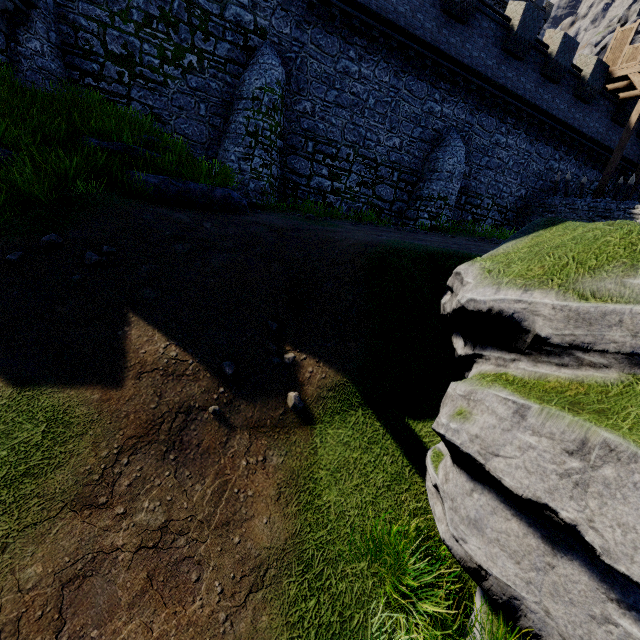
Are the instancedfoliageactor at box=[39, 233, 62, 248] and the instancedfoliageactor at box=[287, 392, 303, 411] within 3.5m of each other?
no

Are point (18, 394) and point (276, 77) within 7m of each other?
no

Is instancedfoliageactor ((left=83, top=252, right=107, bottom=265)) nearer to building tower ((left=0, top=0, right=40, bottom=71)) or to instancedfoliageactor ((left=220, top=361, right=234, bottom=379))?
instancedfoliageactor ((left=220, top=361, right=234, bottom=379))

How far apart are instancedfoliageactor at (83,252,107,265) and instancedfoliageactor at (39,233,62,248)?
0.5m

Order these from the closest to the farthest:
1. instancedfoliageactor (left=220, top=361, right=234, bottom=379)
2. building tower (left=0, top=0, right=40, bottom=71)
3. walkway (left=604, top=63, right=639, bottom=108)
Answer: instancedfoliageactor (left=220, top=361, right=234, bottom=379) → building tower (left=0, top=0, right=40, bottom=71) → walkway (left=604, top=63, right=639, bottom=108)

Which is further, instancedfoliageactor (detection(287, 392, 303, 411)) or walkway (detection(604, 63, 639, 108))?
walkway (detection(604, 63, 639, 108))

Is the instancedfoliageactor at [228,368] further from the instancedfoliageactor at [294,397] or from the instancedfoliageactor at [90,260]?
the instancedfoliageactor at [90,260]

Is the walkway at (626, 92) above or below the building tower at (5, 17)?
above
